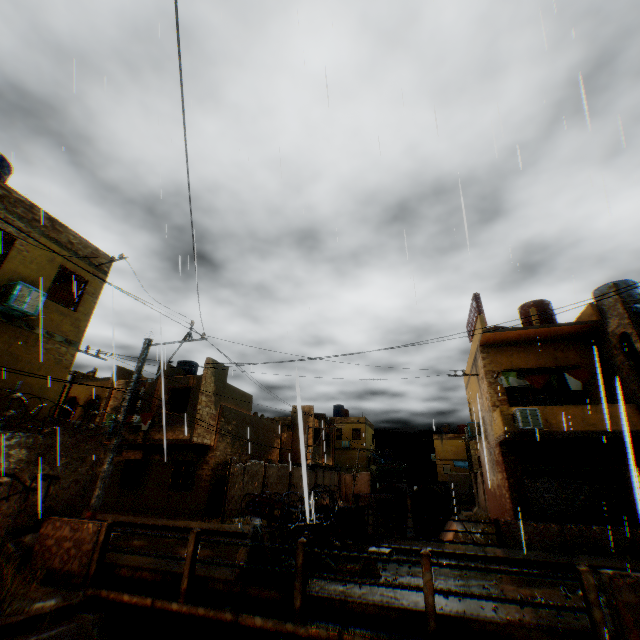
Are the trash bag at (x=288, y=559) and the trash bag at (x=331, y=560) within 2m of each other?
yes

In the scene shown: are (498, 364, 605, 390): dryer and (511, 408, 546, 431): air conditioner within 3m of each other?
yes

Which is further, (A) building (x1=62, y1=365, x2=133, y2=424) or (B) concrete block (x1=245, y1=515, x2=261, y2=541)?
(A) building (x1=62, y1=365, x2=133, y2=424)

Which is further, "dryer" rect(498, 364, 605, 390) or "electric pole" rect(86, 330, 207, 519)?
"dryer" rect(498, 364, 605, 390)

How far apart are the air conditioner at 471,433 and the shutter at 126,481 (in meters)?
19.47

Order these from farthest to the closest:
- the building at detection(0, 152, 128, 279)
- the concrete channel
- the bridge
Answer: the building at detection(0, 152, 128, 279)
the concrete channel
the bridge

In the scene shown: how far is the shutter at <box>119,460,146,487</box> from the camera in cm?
1939

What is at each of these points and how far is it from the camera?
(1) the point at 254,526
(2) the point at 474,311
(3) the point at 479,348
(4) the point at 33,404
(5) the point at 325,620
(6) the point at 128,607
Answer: (1) concrete block, 7.3 meters
(2) wooden shield, 17.0 meters
(3) building, 16.9 meters
(4) building, 10.2 meters
(5) bridge, 5.9 meters
(6) concrete channel, 7.4 meters
